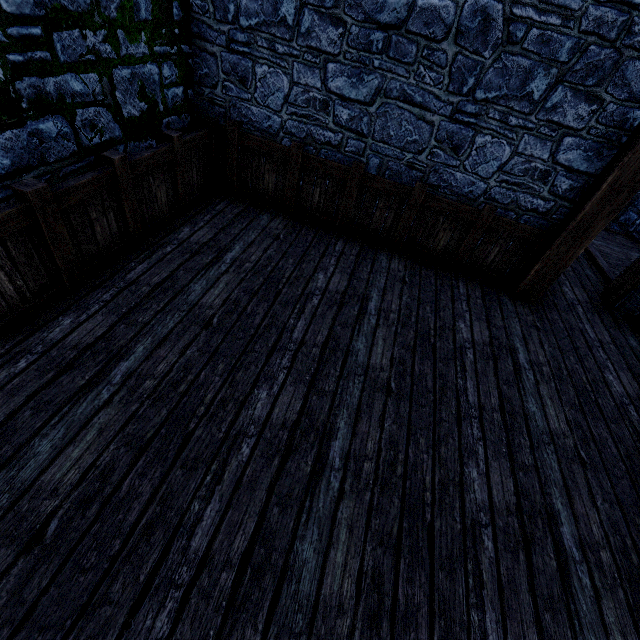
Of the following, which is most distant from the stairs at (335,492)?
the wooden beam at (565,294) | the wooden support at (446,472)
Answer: the wooden beam at (565,294)

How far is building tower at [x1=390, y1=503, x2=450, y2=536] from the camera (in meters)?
2.40

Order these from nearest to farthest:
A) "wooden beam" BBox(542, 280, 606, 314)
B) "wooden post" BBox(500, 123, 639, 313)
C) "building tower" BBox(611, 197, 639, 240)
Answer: "wooden post" BBox(500, 123, 639, 313)
"wooden beam" BBox(542, 280, 606, 314)
"building tower" BBox(611, 197, 639, 240)

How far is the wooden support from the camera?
2.5 meters

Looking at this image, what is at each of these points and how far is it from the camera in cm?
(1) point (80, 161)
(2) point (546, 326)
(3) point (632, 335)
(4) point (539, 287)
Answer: (1) building tower, 329
(2) building tower, 467
(3) wooden post, 500
(4) wooden post, 480

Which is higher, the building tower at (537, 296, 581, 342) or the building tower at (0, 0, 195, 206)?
the building tower at (0, 0, 195, 206)

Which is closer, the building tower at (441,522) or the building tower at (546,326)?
the building tower at (441,522)
